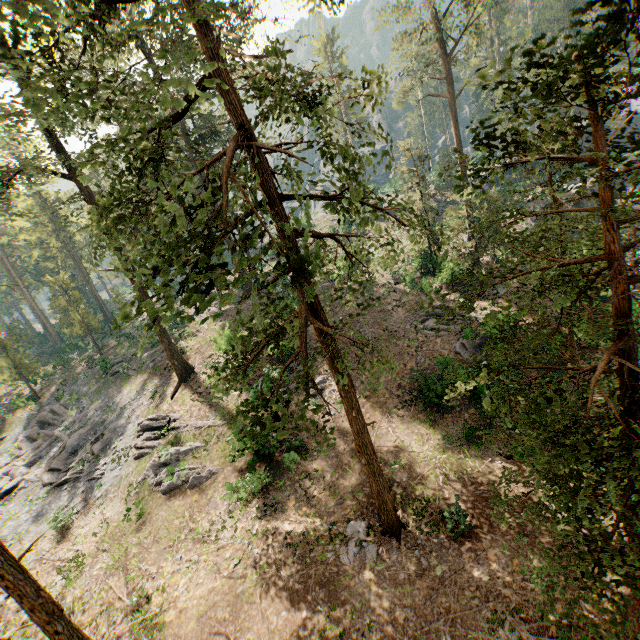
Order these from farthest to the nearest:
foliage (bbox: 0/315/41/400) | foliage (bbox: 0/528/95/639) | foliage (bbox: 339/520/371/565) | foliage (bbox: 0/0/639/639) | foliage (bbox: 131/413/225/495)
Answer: foliage (bbox: 0/315/41/400) → foliage (bbox: 131/413/225/495) → foliage (bbox: 339/520/371/565) → foliage (bbox: 0/528/95/639) → foliage (bbox: 0/0/639/639)

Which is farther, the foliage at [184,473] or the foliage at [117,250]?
the foliage at [184,473]

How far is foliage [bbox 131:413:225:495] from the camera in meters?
19.6 m

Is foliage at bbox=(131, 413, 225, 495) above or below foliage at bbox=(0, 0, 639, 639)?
below

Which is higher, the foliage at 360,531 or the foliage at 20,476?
the foliage at 20,476

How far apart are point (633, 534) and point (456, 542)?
10.2m

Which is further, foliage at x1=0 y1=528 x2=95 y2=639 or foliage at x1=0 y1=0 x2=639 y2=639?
foliage at x1=0 y1=528 x2=95 y2=639
